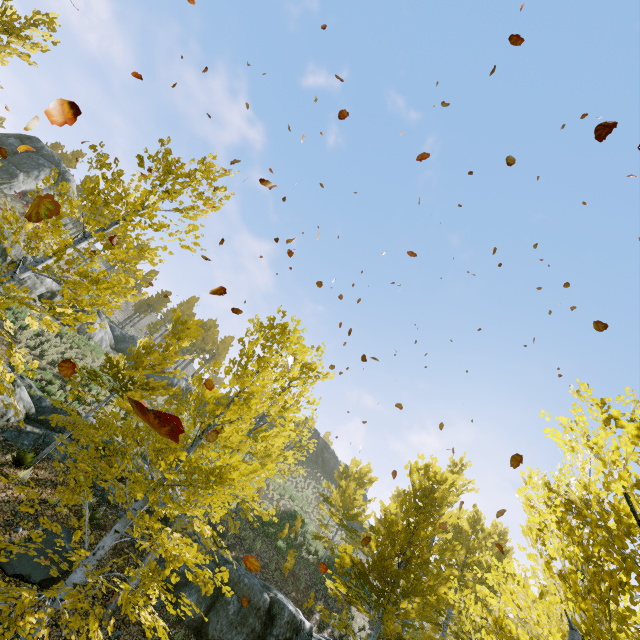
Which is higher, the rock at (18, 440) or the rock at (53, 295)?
the rock at (53, 295)

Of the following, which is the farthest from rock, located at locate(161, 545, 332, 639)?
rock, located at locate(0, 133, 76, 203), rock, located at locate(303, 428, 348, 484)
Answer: rock, located at locate(0, 133, 76, 203)

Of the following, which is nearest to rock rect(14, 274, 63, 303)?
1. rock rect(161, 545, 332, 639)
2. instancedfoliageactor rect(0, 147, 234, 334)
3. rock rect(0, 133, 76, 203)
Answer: instancedfoliageactor rect(0, 147, 234, 334)

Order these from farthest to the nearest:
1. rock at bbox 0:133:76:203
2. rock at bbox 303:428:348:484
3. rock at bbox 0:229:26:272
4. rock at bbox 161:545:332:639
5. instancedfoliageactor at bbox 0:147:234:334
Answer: rock at bbox 303:428:348:484, rock at bbox 0:133:76:203, rock at bbox 0:229:26:272, rock at bbox 161:545:332:639, instancedfoliageactor at bbox 0:147:234:334

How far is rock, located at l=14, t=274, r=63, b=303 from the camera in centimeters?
1972cm

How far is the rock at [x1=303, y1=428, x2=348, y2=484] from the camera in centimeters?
4494cm

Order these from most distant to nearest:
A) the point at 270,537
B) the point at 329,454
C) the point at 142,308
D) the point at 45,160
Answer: the point at 142,308
the point at 329,454
the point at 45,160
the point at 270,537

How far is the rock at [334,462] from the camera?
44.9m
